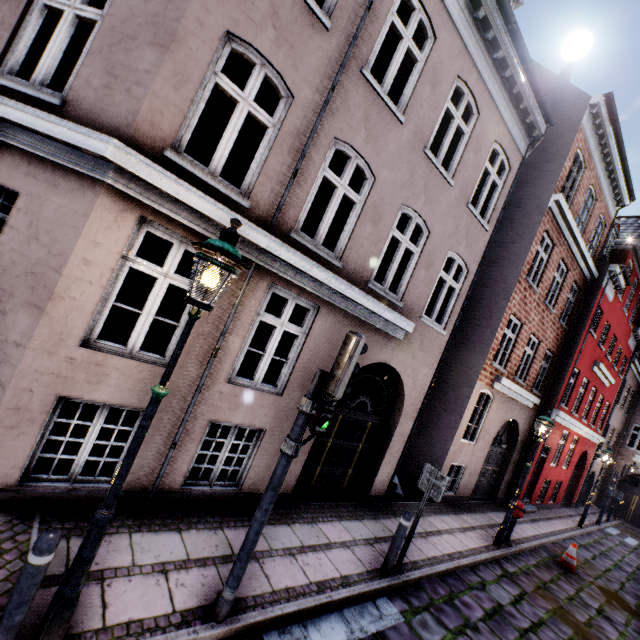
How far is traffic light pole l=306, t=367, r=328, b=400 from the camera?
3.6m

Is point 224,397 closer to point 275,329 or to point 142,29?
A: point 275,329

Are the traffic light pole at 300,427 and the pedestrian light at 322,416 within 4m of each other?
yes

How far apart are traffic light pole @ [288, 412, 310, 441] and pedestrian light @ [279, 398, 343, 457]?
0.0m

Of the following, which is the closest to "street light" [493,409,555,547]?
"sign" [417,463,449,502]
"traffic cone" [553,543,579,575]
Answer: "traffic cone" [553,543,579,575]

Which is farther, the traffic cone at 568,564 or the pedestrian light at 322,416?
the traffic cone at 568,564

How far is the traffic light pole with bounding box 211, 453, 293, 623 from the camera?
3.53m

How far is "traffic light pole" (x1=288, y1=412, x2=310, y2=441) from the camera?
3.6m
